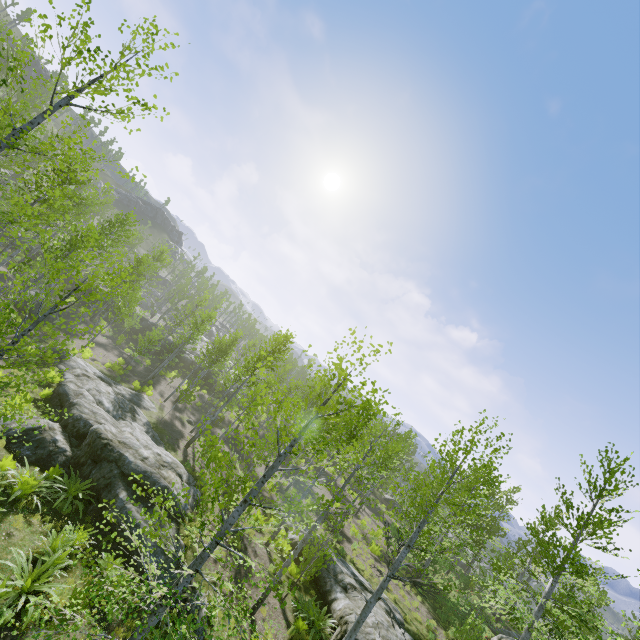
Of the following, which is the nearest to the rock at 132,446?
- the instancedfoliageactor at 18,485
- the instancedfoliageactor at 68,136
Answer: the instancedfoliageactor at 18,485

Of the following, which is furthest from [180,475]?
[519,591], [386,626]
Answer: [519,591]

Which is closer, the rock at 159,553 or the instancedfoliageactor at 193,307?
the rock at 159,553

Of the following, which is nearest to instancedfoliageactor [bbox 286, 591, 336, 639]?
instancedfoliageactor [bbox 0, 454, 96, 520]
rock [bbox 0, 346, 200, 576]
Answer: rock [bbox 0, 346, 200, 576]

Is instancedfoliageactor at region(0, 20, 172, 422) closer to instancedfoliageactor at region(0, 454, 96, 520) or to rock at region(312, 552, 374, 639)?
rock at region(312, 552, 374, 639)

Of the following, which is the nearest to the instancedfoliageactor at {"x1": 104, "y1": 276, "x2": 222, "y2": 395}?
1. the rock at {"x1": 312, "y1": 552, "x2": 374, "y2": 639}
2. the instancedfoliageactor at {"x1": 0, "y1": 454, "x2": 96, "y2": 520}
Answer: the rock at {"x1": 312, "y1": 552, "x2": 374, "y2": 639}

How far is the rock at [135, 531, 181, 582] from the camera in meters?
10.4

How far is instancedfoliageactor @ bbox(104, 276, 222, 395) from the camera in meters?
27.2
